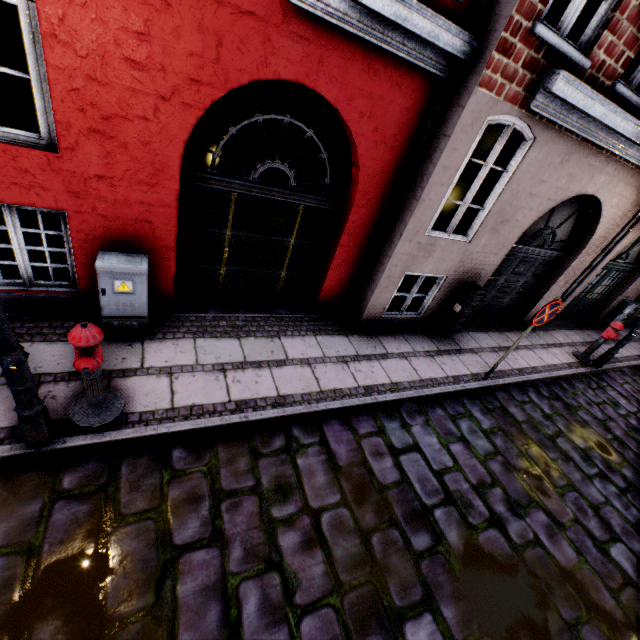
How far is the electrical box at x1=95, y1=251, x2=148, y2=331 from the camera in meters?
3.8 m

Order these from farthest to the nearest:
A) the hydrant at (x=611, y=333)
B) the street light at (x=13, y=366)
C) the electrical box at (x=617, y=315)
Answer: the electrical box at (x=617, y=315) → the hydrant at (x=611, y=333) → the street light at (x=13, y=366)

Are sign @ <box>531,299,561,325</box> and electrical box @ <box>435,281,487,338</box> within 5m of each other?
yes

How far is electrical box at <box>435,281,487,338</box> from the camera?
6.3m

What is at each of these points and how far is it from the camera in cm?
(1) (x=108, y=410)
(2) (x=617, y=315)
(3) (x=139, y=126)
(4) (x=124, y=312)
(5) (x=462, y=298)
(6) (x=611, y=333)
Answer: (1) hydrant, 346
(2) electrical box, 1025
(3) building, 347
(4) electrical box, 425
(5) electrical box, 650
(6) hydrant, 773

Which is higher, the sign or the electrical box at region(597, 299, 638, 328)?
the sign

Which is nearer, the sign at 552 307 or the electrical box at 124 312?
the electrical box at 124 312

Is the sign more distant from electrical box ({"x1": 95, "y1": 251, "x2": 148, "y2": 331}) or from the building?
electrical box ({"x1": 95, "y1": 251, "x2": 148, "y2": 331})
